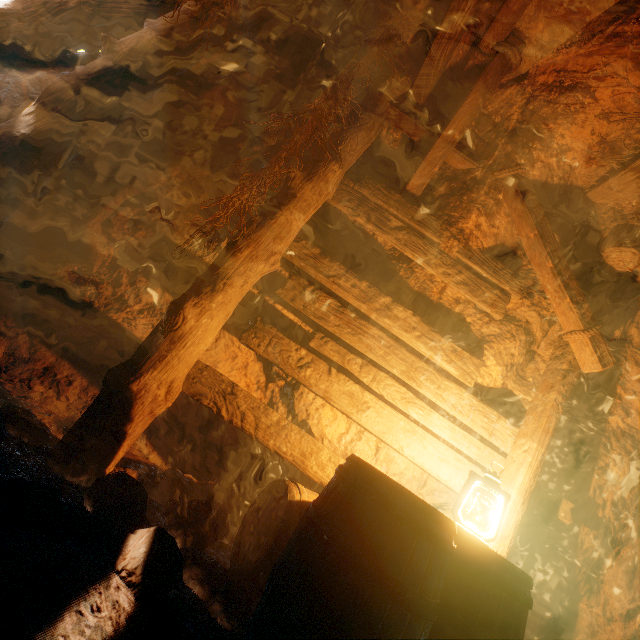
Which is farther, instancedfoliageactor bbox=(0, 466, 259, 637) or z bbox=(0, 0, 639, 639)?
z bbox=(0, 0, 639, 639)

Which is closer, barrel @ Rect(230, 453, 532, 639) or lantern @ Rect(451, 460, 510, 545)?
barrel @ Rect(230, 453, 532, 639)

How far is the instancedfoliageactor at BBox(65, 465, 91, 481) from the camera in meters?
1.8

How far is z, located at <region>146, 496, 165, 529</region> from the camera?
2.04m

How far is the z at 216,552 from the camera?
2.2 meters

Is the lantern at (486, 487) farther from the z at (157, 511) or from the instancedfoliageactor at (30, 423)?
the instancedfoliageactor at (30, 423)

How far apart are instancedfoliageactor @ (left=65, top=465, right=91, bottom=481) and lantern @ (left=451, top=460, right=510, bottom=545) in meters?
1.5

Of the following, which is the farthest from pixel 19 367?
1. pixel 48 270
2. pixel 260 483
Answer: pixel 260 483
